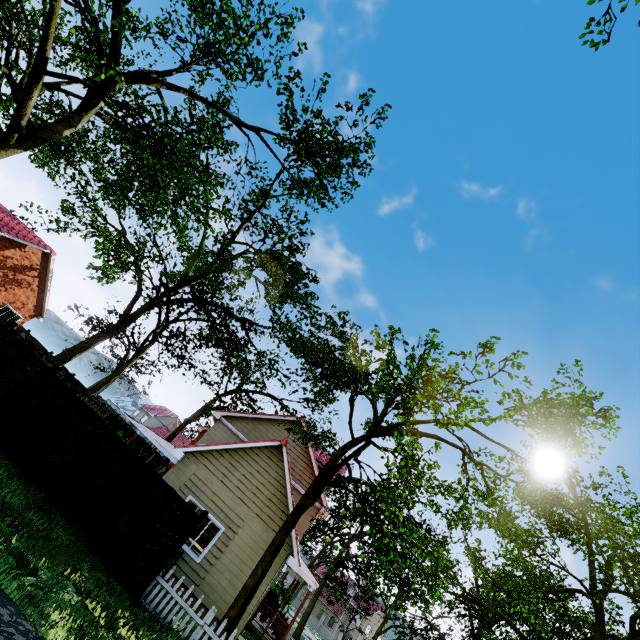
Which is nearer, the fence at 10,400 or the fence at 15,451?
the fence at 15,451

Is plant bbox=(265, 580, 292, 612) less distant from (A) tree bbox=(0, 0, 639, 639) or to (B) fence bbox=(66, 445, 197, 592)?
(B) fence bbox=(66, 445, 197, 592)

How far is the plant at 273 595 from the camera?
17.61m

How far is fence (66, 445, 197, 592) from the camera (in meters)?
8.97

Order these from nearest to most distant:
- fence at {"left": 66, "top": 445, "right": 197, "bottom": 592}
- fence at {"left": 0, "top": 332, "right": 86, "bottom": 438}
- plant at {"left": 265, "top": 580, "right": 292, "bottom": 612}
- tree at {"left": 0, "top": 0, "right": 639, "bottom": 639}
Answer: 1. tree at {"left": 0, "top": 0, "right": 639, "bottom": 639}
2. fence at {"left": 66, "top": 445, "right": 197, "bottom": 592}
3. fence at {"left": 0, "top": 332, "right": 86, "bottom": 438}
4. plant at {"left": 265, "top": 580, "right": 292, "bottom": 612}

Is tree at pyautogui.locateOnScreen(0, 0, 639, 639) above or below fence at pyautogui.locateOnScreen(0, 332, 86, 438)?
above

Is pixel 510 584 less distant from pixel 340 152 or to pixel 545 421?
pixel 545 421

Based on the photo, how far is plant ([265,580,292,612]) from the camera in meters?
17.6 m
